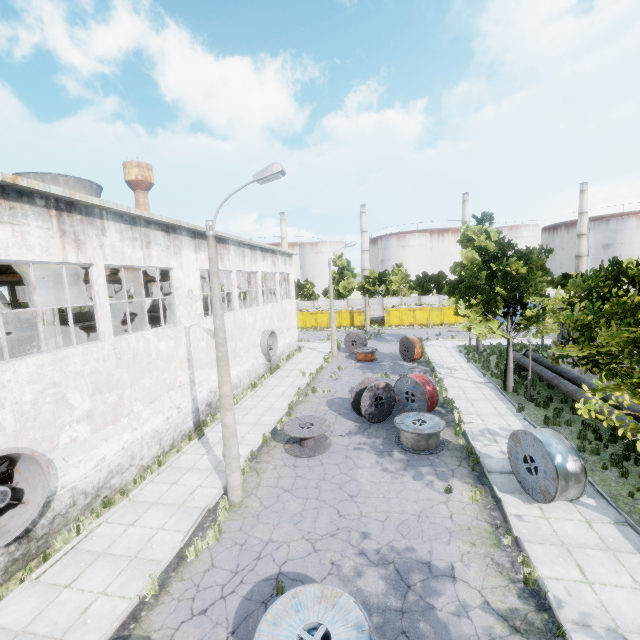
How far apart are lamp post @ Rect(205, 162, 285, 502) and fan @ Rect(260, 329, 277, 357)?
13.3 meters

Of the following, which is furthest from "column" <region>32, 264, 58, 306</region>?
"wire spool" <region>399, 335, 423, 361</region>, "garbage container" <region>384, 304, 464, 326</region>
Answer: "garbage container" <region>384, 304, 464, 326</region>

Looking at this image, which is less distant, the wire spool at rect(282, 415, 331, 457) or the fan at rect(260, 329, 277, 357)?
the wire spool at rect(282, 415, 331, 457)

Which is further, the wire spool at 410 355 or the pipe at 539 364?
the wire spool at 410 355

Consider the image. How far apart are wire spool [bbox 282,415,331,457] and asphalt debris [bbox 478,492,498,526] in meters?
5.0 m

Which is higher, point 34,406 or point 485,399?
point 34,406

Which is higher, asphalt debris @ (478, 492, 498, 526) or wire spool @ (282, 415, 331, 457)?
wire spool @ (282, 415, 331, 457)

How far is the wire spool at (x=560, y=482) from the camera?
8.9 meters
